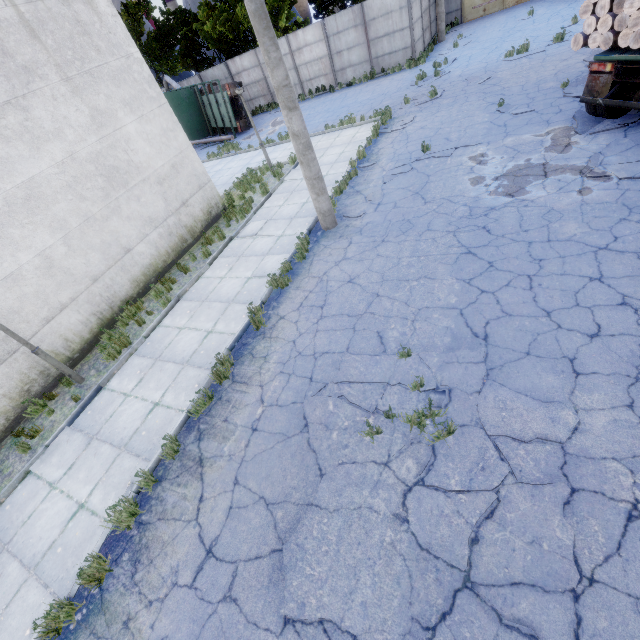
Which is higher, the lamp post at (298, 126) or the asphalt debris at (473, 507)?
the lamp post at (298, 126)

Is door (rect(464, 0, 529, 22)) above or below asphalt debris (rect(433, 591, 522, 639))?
above

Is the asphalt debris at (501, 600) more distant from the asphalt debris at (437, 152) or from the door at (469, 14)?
the door at (469, 14)

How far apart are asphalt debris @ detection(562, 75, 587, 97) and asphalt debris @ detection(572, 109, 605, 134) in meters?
1.5 m

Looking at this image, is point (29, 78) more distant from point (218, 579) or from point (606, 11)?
point (606, 11)

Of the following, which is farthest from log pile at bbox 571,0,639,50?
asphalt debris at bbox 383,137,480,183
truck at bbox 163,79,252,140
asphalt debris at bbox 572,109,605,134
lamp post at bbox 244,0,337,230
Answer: truck at bbox 163,79,252,140

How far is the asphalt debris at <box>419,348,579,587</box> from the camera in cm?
337

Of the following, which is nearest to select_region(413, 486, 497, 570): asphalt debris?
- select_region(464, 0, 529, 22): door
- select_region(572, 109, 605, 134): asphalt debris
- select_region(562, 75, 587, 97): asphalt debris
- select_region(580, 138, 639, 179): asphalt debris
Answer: select_region(580, 138, 639, 179): asphalt debris
